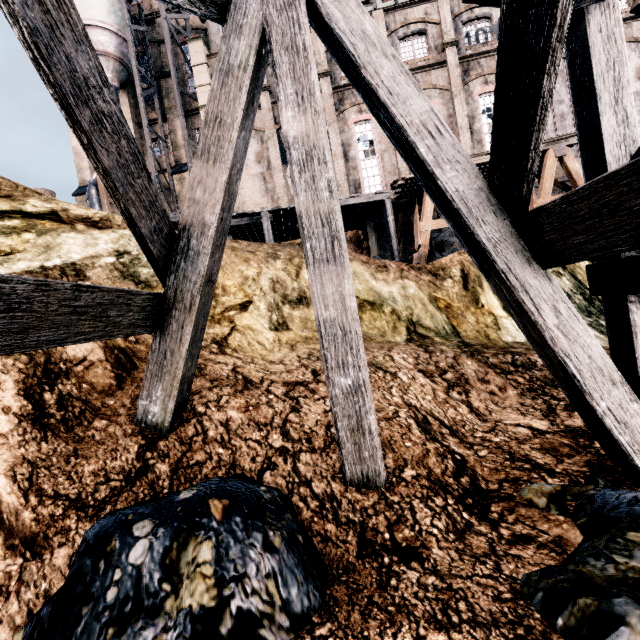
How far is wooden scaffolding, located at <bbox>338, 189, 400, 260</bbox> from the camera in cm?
1545

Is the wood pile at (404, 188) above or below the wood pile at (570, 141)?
below

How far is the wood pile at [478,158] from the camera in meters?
13.6

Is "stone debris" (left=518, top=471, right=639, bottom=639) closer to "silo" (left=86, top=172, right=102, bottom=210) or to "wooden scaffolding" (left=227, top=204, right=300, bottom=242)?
"wooden scaffolding" (left=227, top=204, right=300, bottom=242)

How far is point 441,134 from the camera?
3.0 meters

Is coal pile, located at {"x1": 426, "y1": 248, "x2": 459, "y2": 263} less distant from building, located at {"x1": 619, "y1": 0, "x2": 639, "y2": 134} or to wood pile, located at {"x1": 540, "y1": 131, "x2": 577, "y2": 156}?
wood pile, located at {"x1": 540, "y1": 131, "x2": 577, "y2": 156}

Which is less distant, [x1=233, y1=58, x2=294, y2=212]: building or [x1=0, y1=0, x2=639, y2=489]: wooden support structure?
[x1=0, y1=0, x2=639, y2=489]: wooden support structure
